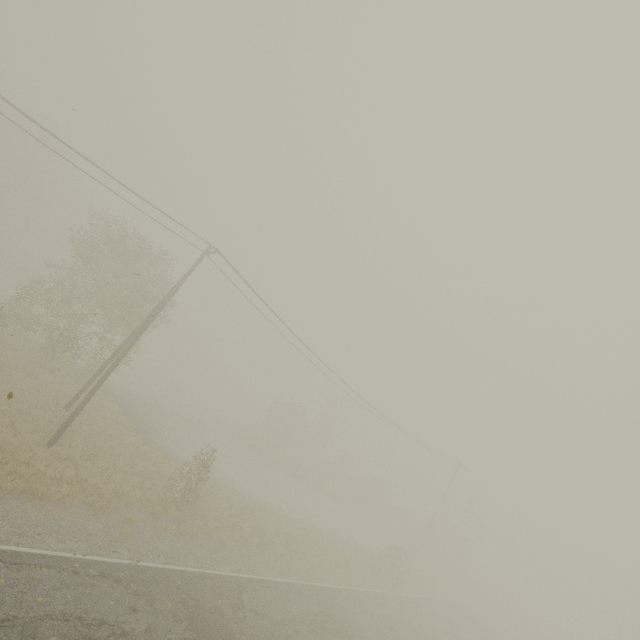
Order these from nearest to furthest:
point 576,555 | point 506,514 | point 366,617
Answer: point 366,617, point 576,555, point 506,514
